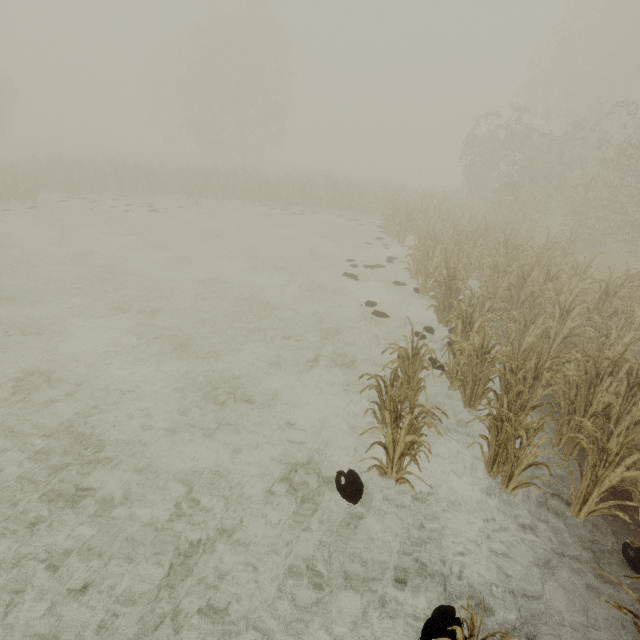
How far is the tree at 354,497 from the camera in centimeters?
405cm

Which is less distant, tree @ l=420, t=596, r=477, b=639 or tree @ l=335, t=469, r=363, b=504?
tree @ l=420, t=596, r=477, b=639

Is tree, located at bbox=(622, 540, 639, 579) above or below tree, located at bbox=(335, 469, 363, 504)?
below

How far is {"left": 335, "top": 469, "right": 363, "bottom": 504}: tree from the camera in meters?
4.1 m

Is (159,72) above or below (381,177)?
above

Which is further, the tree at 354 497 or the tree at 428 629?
the tree at 354 497
